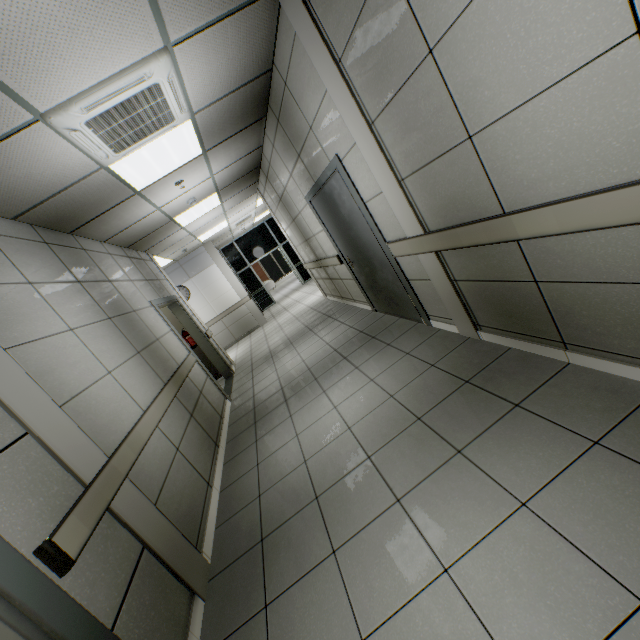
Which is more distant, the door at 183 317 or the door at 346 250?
the door at 183 317

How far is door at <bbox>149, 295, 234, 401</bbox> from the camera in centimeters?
540cm

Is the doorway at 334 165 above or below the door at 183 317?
above

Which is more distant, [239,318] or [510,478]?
[239,318]

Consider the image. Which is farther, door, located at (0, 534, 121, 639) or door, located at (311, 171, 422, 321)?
door, located at (311, 171, 422, 321)

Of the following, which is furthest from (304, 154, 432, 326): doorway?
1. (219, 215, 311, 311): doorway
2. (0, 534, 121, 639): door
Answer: (219, 215, 311, 311): doorway

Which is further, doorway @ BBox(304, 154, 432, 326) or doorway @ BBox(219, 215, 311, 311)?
doorway @ BBox(219, 215, 311, 311)

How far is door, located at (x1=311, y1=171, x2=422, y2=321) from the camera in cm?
377
